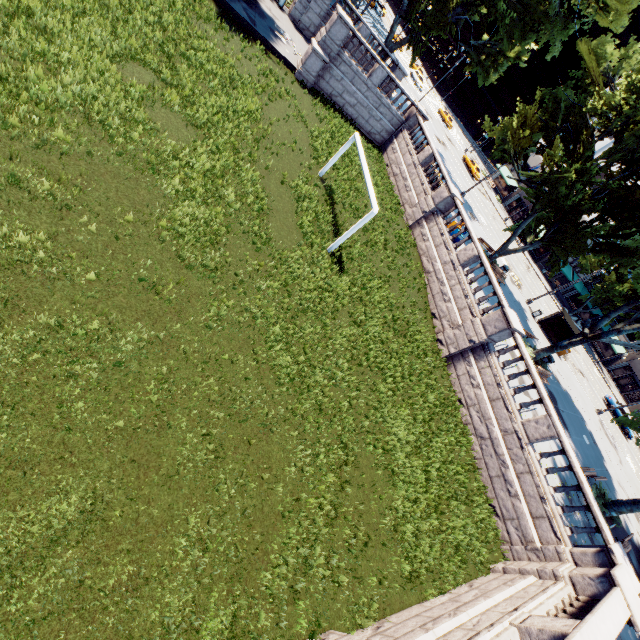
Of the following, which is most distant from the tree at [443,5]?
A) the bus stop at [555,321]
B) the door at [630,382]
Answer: the door at [630,382]

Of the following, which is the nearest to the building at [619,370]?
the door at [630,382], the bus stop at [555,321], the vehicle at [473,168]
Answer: the door at [630,382]

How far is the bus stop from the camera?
30.81m

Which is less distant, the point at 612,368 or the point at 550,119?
the point at 550,119

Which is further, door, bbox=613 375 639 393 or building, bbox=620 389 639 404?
door, bbox=613 375 639 393

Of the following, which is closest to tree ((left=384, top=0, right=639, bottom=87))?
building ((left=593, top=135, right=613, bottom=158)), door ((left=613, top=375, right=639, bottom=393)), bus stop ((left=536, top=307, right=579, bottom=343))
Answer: building ((left=593, top=135, right=613, bottom=158))

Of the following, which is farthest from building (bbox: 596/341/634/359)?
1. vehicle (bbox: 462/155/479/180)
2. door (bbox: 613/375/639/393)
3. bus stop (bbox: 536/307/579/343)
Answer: vehicle (bbox: 462/155/479/180)

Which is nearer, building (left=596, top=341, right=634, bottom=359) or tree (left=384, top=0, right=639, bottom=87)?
tree (left=384, top=0, right=639, bottom=87)
